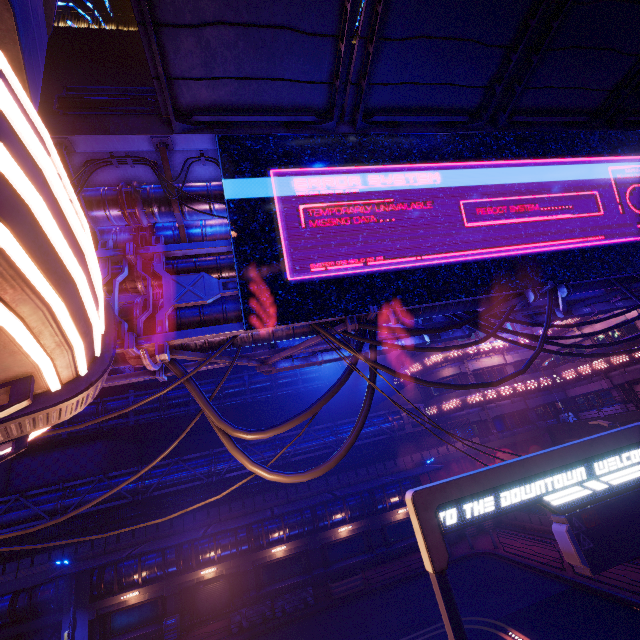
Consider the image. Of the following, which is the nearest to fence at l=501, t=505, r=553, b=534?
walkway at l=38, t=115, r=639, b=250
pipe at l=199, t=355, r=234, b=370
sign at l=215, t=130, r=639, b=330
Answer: pipe at l=199, t=355, r=234, b=370

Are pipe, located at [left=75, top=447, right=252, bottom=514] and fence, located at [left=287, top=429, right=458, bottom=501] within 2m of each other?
yes

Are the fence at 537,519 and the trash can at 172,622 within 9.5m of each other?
no

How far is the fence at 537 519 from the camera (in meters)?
21.89

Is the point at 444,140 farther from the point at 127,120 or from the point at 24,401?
the point at 24,401

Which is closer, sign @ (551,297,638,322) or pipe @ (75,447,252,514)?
sign @ (551,297,638,322)

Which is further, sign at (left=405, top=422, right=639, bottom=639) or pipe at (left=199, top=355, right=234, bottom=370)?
pipe at (left=199, top=355, right=234, bottom=370)

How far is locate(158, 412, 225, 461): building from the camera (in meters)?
35.19
